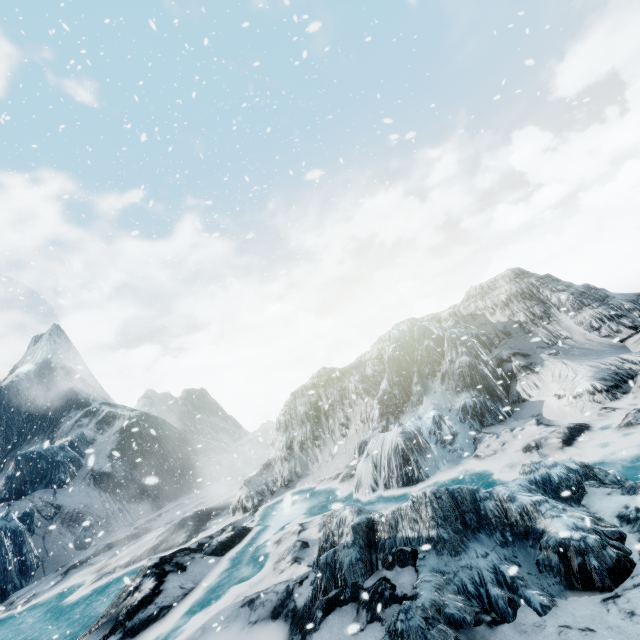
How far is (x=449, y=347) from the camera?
15.1 meters
